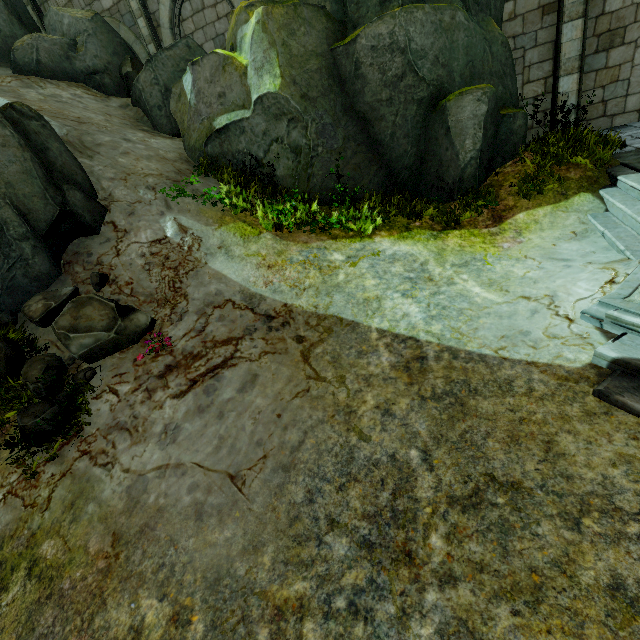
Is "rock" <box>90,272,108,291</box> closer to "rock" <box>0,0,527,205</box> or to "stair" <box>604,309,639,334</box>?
"rock" <box>0,0,527,205</box>

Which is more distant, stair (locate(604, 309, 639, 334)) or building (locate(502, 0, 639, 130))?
building (locate(502, 0, 639, 130))

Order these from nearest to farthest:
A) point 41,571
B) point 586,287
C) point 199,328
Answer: point 41,571
point 586,287
point 199,328

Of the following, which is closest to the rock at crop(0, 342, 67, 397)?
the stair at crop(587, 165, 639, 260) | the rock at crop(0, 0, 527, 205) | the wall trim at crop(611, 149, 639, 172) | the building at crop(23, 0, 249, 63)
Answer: the building at crop(23, 0, 249, 63)

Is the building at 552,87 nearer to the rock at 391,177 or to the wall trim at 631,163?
the rock at 391,177

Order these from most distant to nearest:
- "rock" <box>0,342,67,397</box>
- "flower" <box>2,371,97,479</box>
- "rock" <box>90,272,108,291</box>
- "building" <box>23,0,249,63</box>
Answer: "building" <box>23,0,249,63</box> → "rock" <box>90,272,108,291</box> → "rock" <box>0,342,67,397</box> → "flower" <box>2,371,97,479</box>

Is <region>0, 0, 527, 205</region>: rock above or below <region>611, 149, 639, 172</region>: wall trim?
above

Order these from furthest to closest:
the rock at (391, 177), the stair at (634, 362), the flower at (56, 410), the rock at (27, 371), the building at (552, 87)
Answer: the building at (552, 87) → the rock at (391, 177) → the rock at (27, 371) → the flower at (56, 410) → the stair at (634, 362)
